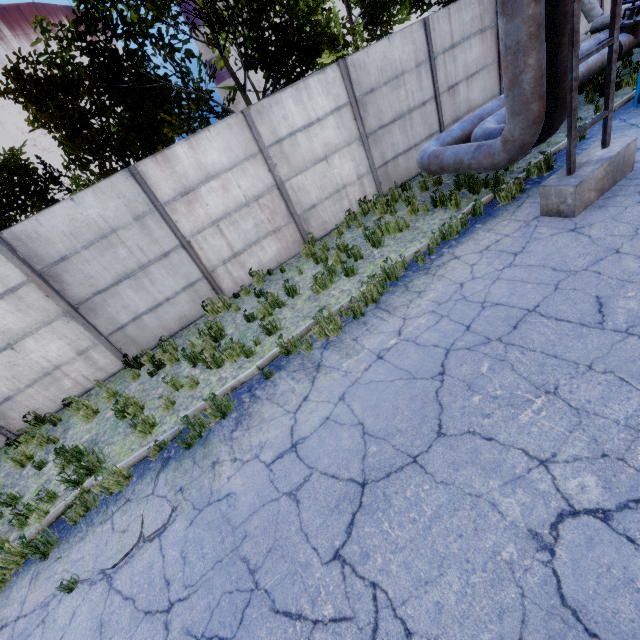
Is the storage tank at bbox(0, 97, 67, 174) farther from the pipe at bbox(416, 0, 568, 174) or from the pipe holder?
the pipe holder

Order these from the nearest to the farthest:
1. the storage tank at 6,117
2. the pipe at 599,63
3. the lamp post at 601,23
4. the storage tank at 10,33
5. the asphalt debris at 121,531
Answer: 1. the asphalt debris at 121,531
2. the pipe at 599,63
3. the lamp post at 601,23
4. the storage tank at 10,33
5. the storage tank at 6,117

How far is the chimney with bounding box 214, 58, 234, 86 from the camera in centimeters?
5566cm

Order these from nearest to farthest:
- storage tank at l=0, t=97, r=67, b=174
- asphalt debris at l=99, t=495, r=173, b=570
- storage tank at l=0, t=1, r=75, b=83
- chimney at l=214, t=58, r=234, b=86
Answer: asphalt debris at l=99, t=495, r=173, b=570
storage tank at l=0, t=1, r=75, b=83
storage tank at l=0, t=97, r=67, b=174
chimney at l=214, t=58, r=234, b=86

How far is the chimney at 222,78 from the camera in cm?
5566

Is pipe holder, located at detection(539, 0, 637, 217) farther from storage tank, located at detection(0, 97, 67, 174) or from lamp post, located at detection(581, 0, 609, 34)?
storage tank, located at detection(0, 97, 67, 174)

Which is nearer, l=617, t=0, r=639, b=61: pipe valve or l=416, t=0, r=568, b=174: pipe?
l=416, t=0, r=568, b=174: pipe

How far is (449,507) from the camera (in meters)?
2.94
